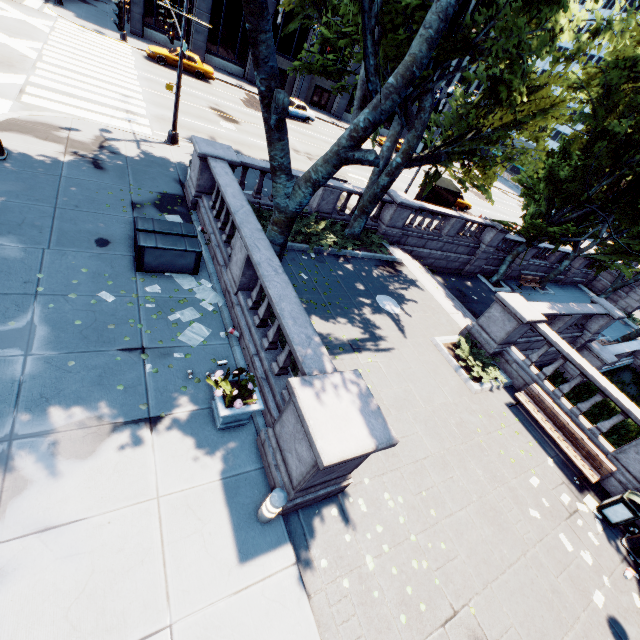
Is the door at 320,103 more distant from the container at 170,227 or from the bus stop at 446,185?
the container at 170,227

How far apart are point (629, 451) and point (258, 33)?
14.3 meters

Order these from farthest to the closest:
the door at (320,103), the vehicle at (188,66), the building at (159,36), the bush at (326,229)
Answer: the door at (320,103), the building at (159,36), the vehicle at (188,66), the bush at (326,229)

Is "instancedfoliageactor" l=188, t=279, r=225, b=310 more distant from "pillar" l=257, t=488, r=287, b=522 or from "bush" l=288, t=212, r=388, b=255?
"pillar" l=257, t=488, r=287, b=522

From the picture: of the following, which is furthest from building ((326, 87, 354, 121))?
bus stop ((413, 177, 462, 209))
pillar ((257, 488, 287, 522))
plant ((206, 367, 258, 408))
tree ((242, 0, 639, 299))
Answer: pillar ((257, 488, 287, 522))

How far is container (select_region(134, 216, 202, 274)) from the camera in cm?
817

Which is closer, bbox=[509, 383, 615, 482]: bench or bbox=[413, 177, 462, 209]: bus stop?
bbox=[509, 383, 615, 482]: bench

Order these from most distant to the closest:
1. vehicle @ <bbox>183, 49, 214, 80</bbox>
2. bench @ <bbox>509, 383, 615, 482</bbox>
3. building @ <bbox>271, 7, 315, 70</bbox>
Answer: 1. building @ <bbox>271, 7, 315, 70</bbox>
2. vehicle @ <bbox>183, 49, 214, 80</bbox>
3. bench @ <bbox>509, 383, 615, 482</bbox>
